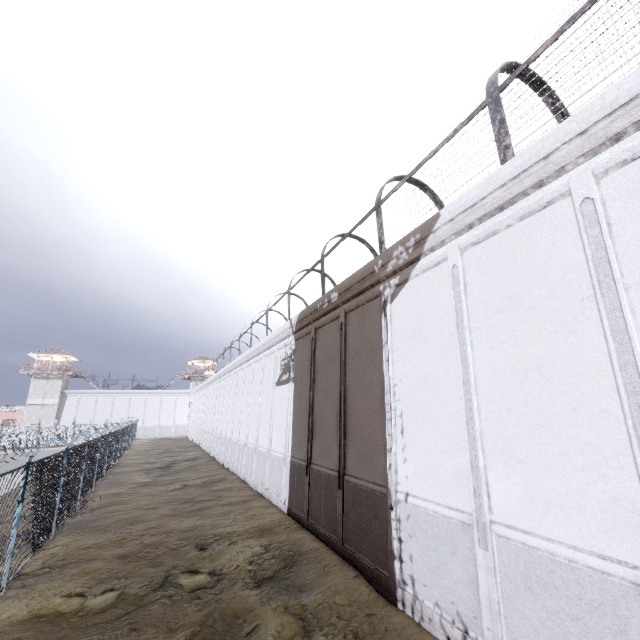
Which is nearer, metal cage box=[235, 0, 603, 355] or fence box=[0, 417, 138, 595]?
metal cage box=[235, 0, 603, 355]

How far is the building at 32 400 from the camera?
50.2 meters

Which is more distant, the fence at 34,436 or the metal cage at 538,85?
the fence at 34,436

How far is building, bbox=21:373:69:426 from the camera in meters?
50.2

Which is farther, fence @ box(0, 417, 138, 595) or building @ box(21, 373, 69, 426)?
building @ box(21, 373, 69, 426)

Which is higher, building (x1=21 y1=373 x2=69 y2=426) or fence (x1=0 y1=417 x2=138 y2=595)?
building (x1=21 y1=373 x2=69 y2=426)

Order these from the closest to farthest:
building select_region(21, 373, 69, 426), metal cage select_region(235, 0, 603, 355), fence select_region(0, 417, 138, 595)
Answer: metal cage select_region(235, 0, 603, 355) → fence select_region(0, 417, 138, 595) → building select_region(21, 373, 69, 426)

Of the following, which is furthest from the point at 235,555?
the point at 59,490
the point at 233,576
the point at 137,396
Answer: the point at 137,396
